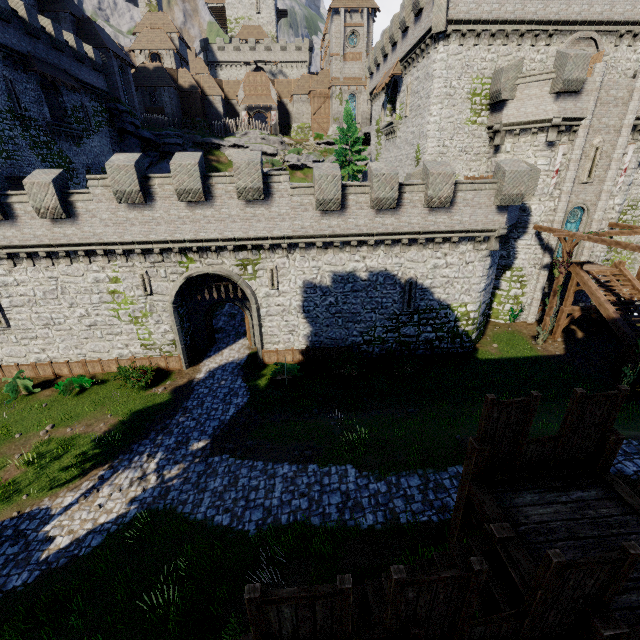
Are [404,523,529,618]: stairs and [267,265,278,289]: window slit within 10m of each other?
no

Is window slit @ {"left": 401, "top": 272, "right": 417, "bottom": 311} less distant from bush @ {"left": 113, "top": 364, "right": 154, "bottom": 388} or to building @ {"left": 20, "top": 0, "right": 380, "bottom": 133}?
bush @ {"left": 113, "top": 364, "right": 154, "bottom": 388}

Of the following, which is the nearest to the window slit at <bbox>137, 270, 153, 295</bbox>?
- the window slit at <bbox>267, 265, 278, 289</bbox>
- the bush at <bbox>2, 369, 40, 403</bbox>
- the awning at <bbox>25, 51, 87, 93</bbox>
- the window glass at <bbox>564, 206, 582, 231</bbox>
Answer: the window slit at <bbox>267, 265, 278, 289</bbox>

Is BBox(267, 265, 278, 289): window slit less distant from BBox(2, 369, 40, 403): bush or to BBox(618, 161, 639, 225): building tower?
BBox(618, 161, 639, 225): building tower

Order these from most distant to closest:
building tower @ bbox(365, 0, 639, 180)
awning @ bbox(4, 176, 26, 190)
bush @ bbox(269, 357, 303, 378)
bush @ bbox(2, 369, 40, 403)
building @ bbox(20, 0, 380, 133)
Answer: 1. building @ bbox(20, 0, 380, 133)
2. awning @ bbox(4, 176, 26, 190)
3. building tower @ bbox(365, 0, 639, 180)
4. bush @ bbox(269, 357, 303, 378)
5. bush @ bbox(2, 369, 40, 403)

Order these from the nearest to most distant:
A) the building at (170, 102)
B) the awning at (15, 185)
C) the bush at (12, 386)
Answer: the bush at (12, 386), the awning at (15, 185), the building at (170, 102)

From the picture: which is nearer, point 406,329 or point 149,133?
point 406,329

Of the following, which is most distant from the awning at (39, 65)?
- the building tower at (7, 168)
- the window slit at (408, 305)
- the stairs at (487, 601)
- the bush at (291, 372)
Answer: the stairs at (487, 601)
